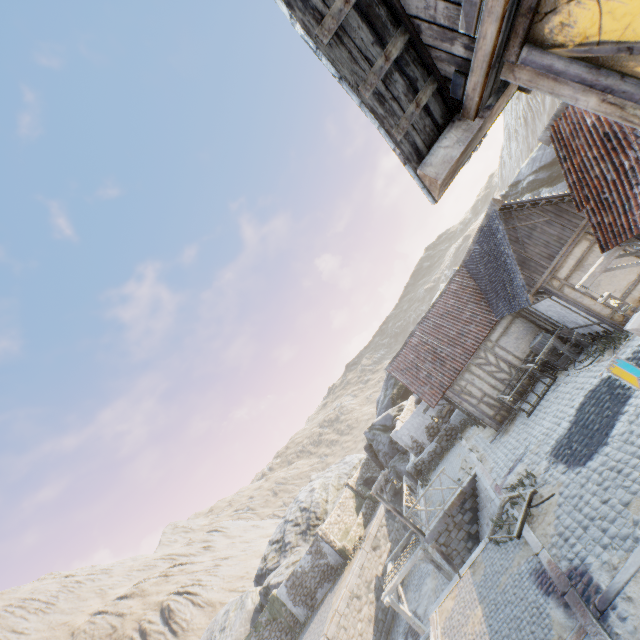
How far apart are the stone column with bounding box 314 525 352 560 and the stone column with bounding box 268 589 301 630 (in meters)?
5.10

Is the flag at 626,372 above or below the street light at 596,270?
below

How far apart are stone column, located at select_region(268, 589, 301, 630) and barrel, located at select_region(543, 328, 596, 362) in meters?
27.5

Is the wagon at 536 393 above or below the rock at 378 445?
below

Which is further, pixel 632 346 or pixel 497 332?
pixel 497 332

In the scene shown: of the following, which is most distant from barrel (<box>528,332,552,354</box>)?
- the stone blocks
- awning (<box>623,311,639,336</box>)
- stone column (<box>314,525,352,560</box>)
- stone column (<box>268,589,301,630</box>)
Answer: stone column (<box>268,589,301,630</box>)

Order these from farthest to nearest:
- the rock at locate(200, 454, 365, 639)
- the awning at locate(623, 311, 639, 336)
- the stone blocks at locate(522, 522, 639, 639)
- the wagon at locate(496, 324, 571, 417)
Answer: the rock at locate(200, 454, 365, 639)
the wagon at locate(496, 324, 571, 417)
the stone blocks at locate(522, 522, 639, 639)
the awning at locate(623, 311, 639, 336)

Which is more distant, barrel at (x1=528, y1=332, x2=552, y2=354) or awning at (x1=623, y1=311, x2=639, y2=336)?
barrel at (x1=528, y1=332, x2=552, y2=354)
